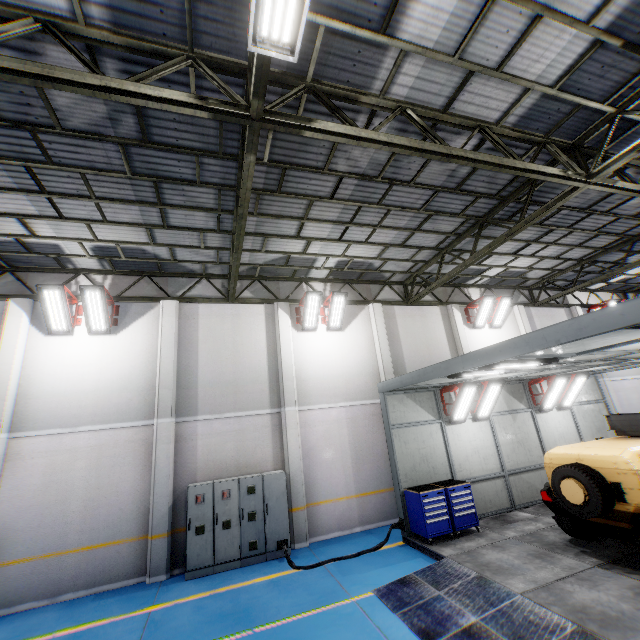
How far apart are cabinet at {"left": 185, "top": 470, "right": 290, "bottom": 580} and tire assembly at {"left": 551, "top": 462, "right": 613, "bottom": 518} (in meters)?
6.82

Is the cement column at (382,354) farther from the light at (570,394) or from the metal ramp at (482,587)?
the light at (570,394)

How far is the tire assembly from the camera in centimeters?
634cm

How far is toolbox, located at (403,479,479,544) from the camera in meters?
8.5 m

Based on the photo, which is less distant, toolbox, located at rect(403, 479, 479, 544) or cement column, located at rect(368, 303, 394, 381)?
toolbox, located at rect(403, 479, 479, 544)

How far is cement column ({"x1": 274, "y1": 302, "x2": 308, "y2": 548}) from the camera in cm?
984

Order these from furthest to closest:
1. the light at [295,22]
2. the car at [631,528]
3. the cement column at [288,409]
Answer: the cement column at [288,409] < the car at [631,528] < the light at [295,22]

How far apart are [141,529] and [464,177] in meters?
13.0
